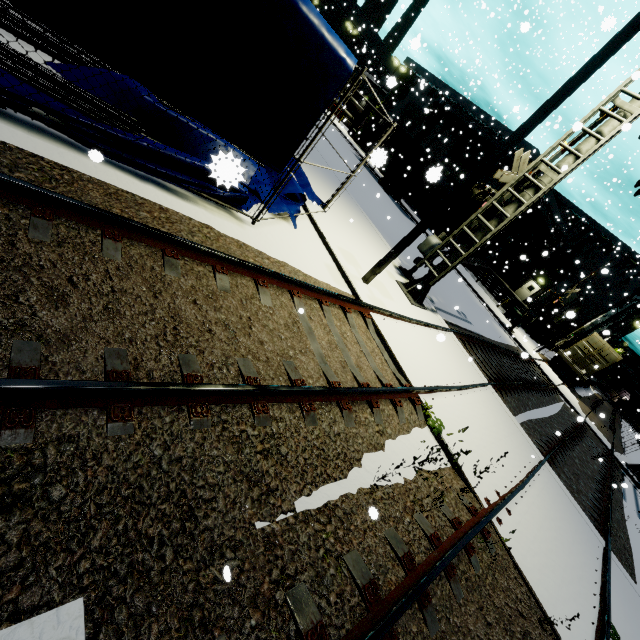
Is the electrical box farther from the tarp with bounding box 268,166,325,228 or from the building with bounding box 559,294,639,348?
the tarp with bounding box 268,166,325,228

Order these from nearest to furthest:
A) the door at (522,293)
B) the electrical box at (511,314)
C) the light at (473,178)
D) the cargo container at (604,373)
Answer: the light at (473,178)
the cargo container at (604,373)
the electrical box at (511,314)
the door at (522,293)

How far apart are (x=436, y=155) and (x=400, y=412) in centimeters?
3751cm

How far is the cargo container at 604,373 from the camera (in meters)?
24.51

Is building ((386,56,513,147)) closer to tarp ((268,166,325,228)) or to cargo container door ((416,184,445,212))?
tarp ((268,166,325,228))

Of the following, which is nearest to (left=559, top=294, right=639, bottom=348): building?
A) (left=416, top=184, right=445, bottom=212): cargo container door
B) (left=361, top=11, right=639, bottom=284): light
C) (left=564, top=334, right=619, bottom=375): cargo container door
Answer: (left=564, top=334, right=619, bottom=375): cargo container door

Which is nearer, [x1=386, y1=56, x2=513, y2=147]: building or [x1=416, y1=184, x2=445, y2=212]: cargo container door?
[x1=416, y1=184, x2=445, y2=212]: cargo container door

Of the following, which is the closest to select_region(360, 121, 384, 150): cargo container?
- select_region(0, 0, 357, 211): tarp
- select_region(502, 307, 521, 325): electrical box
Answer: select_region(502, 307, 521, 325): electrical box
